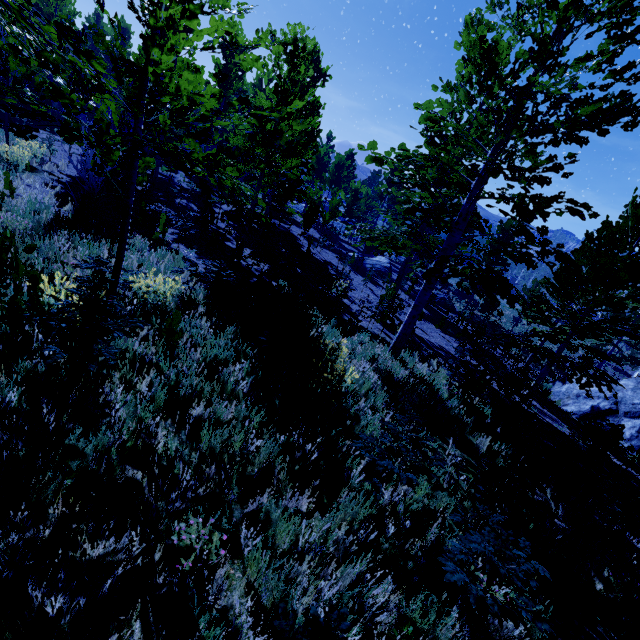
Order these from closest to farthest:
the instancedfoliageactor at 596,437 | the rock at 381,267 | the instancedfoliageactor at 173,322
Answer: the instancedfoliageactor at 173,322 < the instancedfoliageactor at 596,437 < the rock at 381,267

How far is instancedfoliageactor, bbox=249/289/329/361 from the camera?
5.8m

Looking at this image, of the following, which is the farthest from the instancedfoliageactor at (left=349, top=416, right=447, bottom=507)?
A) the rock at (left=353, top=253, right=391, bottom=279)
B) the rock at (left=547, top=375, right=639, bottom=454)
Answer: the rock at (left=547, top=375, right=639, bottom=454)

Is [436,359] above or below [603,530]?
below

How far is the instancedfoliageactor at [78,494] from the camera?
2.2m
